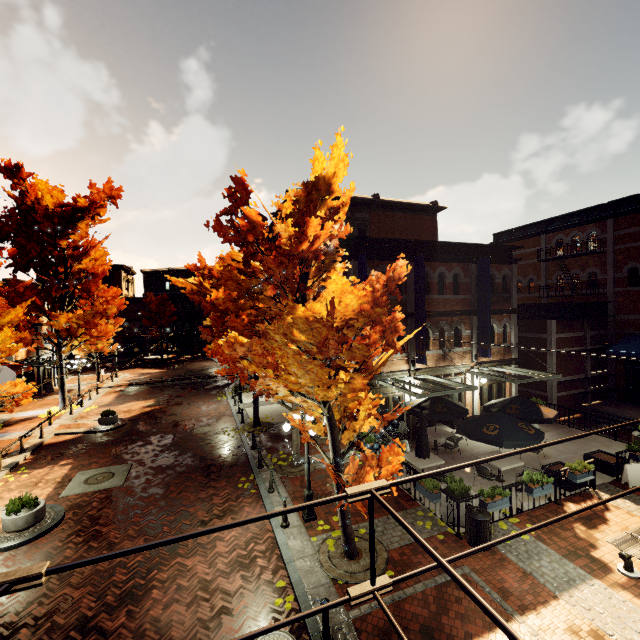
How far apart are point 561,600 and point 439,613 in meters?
2.8

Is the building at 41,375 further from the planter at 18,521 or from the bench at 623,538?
the bench at 623,538

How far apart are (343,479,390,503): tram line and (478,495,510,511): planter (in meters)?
9.36

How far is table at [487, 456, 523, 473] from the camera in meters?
11.3 m

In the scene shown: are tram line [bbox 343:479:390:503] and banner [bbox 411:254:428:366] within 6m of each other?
no

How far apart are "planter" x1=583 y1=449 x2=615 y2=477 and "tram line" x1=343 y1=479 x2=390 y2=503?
15.10m

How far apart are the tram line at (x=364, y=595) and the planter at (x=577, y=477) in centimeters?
1214cm

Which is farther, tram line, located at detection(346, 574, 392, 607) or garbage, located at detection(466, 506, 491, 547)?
garbage, located at detection(466, 506, 491, 547)
